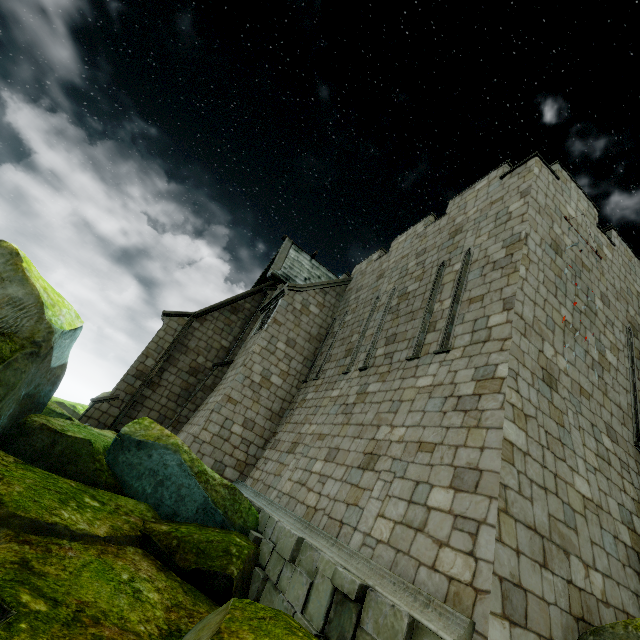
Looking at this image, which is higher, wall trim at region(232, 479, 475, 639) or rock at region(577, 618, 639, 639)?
rock at region(577, 618, 639, 639)

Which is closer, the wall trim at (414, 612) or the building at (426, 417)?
the wall trim at (414, 612)

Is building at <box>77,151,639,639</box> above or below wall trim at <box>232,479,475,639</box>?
above

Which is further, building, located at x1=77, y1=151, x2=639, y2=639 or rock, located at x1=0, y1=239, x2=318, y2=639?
building, located at x1=77, y1=151, x2=639, y2=639

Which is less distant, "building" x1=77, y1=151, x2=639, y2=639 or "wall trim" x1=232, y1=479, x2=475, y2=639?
"wall trim" x1=232, y1=479, x2=475, y2=639

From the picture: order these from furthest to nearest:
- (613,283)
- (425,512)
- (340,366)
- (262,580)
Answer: (340,366) < (613,283) < (262,580) < (425,512)

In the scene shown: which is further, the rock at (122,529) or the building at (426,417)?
the building at (426,417)
